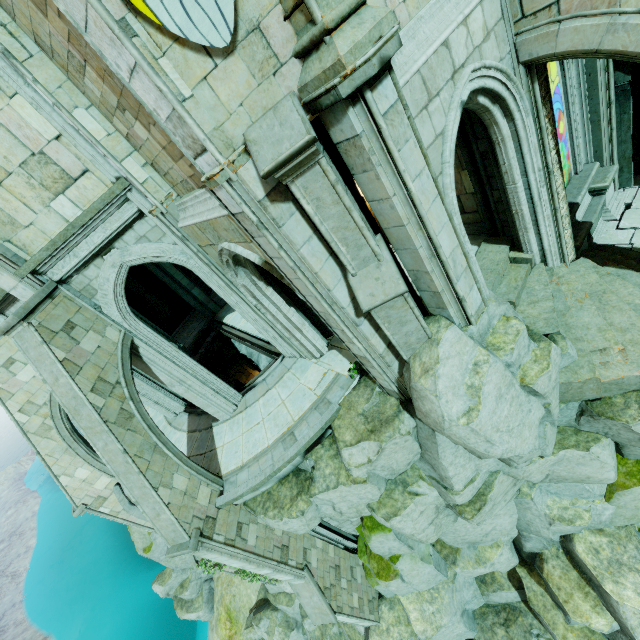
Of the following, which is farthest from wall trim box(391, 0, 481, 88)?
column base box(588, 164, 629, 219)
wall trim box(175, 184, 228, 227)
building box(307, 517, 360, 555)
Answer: building box(307, 517, 360, 555)

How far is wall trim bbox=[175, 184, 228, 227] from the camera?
5.79m

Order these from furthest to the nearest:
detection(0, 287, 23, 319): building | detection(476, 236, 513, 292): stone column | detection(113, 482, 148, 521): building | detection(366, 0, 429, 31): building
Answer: detection(113, 482, 148, 521): building
detection(476, 236, 513, 292): stone column
detection(0, 287, 23, 319): building
detection(366, 0, 429, 31): building

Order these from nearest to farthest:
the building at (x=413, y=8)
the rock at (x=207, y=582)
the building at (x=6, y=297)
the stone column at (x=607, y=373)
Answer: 1. the building at (x=413, y=8)
2. the stone column at (x=607, y=373)
3. the building at (x=6, y=297)
4. the rock at (x=207, y=582)

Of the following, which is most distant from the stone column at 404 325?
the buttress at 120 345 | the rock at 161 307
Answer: the rock at 161 307

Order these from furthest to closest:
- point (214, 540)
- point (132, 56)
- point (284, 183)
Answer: point (214, 540), point (284, 183), point (132, 56)

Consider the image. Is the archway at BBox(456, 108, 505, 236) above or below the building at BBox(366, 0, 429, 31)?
below

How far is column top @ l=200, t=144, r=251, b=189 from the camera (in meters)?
4.24
